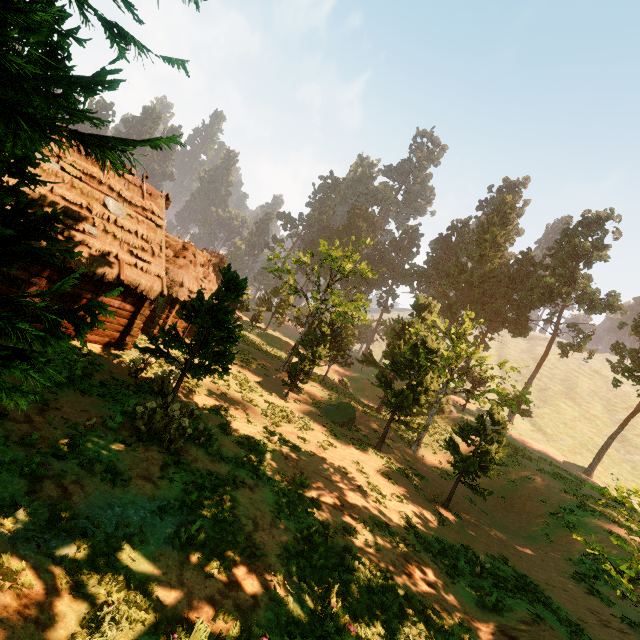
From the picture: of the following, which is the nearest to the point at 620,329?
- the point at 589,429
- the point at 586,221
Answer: the point at 586,221

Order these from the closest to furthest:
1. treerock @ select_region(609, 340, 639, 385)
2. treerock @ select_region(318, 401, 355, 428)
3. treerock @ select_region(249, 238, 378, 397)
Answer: treerock @ select_region(609, 340, 639, 385), treerock @ select_region(318, 401, 355, 428), treerock @ select_region(249, 238, 378, 397)

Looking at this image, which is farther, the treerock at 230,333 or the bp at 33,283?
the bp at 33,283

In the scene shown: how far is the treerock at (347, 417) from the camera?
23.78m

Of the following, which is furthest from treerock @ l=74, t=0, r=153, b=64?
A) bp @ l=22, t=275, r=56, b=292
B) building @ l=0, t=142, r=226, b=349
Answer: bp @ l=22, t=275, r=56, b=292

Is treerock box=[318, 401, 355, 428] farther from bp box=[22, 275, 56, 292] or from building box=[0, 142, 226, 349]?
bp box=[22, 275, 56, 292]
